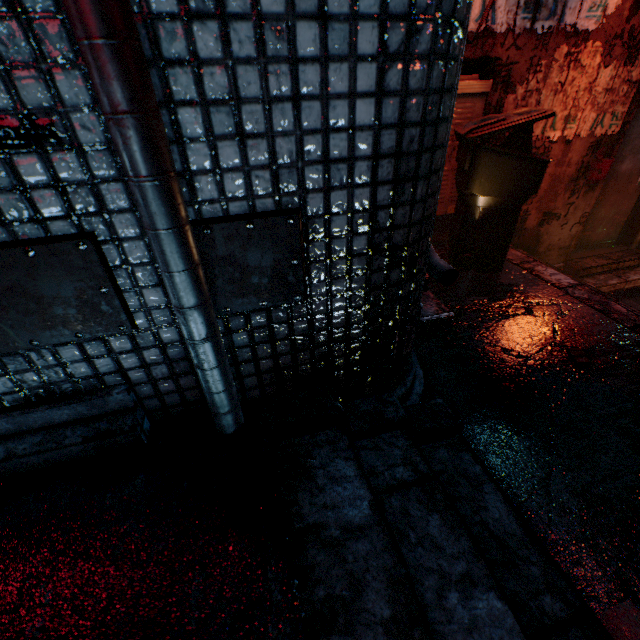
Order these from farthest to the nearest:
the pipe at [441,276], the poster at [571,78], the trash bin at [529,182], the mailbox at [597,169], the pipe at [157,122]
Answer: the mailbox at [597,169], the poster at [571,78], the trash bin at [529,182], the pipe at [441,276], the pipe at [157,122]

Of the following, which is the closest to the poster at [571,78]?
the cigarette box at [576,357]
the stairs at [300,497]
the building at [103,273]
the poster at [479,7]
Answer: the poster at [479,7]

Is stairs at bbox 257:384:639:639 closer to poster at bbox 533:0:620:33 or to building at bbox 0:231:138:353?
building at bbox 0:231:138:353

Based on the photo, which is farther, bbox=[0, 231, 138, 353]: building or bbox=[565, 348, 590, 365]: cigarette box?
bbox=[565, 348, 590, 365]: cigarette box

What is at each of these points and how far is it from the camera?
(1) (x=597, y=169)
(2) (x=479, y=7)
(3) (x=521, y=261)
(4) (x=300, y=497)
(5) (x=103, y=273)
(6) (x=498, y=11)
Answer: (1) mailbox, 3.4m
(2) poster, 2.4m
(3) stairs, 3.0m
(4) stairs, 0.9m
(5) building, 0.8m
(6) poster, 2.4m

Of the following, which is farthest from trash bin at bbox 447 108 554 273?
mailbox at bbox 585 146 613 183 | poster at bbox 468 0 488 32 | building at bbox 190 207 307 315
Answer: building at bbox 190 207 307 315

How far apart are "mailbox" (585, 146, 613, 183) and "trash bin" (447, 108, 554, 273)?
1.47m

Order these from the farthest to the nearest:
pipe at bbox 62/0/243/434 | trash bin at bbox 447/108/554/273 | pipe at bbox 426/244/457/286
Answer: trash bin at bbox 447/108/554/273 → pipe at bbox 426/244/457/286 → pipe at bbox 62/0/243/434
